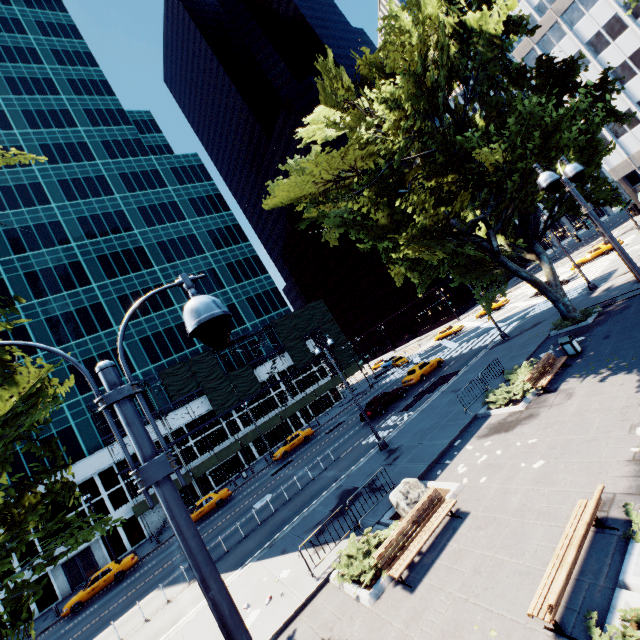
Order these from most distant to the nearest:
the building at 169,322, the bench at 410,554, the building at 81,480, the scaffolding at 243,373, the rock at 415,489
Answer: the building at 169,322 < the scaffolding at 243,373 < the building at 81,480 < the rock at 415,489 < the bench at 410,554

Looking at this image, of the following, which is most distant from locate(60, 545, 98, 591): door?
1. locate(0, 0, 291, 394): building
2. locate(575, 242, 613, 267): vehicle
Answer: locate(575, 242, 613, 267): vehicle

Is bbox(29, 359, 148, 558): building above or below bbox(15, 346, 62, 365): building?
below

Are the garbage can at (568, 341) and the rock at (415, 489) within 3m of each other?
no

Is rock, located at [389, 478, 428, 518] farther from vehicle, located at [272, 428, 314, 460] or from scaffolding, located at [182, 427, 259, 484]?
scaffolding, located at [182, 427, 259, 484]

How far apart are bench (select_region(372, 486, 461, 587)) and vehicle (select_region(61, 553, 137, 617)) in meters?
27.8 m

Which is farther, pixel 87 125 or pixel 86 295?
pixel 87 125
